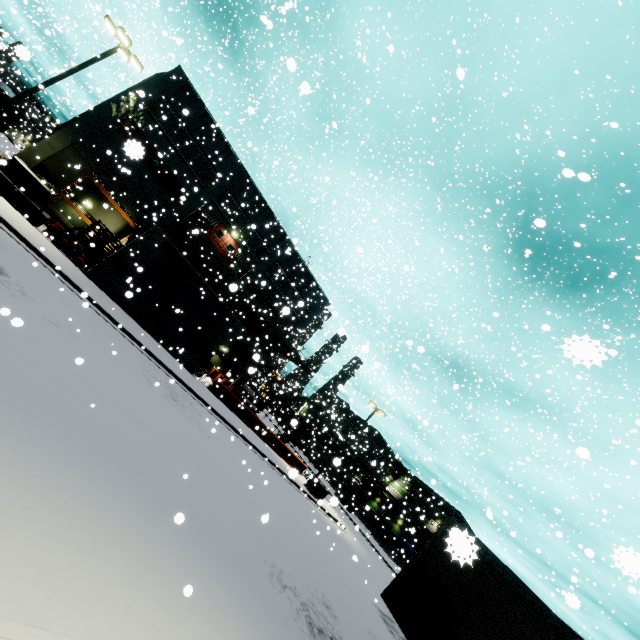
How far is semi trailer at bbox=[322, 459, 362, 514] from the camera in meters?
35.4 m

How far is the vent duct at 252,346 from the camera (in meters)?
21.06

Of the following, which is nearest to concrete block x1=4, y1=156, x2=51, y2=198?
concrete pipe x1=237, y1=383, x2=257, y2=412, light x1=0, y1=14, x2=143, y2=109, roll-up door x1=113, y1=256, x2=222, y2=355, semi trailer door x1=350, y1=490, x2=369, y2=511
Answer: light x1=0, y1=14, x2=143, y2=109

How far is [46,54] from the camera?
39.31m

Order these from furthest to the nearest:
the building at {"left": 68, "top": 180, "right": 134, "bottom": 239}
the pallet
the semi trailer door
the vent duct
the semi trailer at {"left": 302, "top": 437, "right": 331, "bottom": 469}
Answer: the semi trailer at {"left": 302, "top": 437, "right": 331, "bottom": 469}, the semi trailer door, the building at {"left": 68, "top": 180, "right": 134, "bottom": 239}, the vent duct, the pallet

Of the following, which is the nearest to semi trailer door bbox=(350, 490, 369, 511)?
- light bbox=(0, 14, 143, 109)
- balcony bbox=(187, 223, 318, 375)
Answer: balcony bbox=(187, 223, 318, 375)

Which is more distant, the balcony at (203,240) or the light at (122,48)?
the balcony at (203,240)

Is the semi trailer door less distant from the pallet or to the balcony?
the balcony
